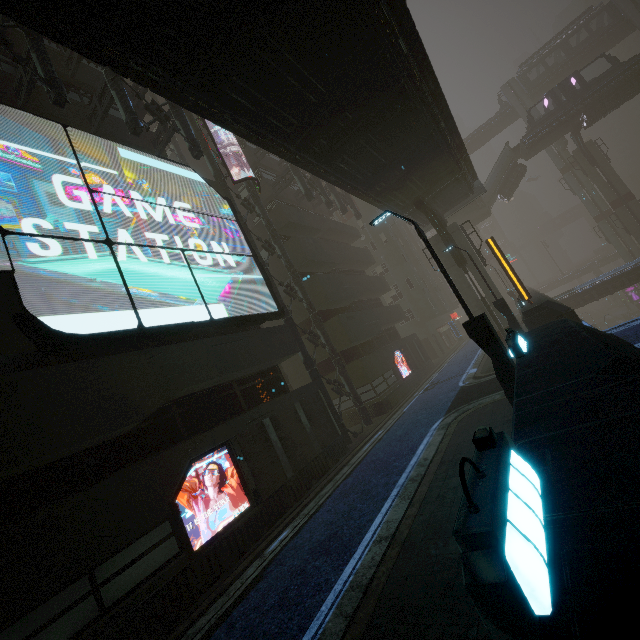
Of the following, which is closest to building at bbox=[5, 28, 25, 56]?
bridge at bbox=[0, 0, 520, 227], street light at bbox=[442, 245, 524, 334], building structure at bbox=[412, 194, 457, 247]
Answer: street light at bbox=[442, 245, 524, 334]

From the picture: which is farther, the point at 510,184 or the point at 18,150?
the point at 510,184

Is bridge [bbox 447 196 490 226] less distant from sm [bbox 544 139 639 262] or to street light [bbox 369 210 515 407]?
sm [bbox 544 139 639 262]

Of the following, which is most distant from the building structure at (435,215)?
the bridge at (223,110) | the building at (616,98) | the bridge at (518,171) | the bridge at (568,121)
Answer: the building at (616,98)

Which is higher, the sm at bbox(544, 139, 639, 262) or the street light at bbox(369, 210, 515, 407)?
the sm at bbox(544, 139, 639, 262)

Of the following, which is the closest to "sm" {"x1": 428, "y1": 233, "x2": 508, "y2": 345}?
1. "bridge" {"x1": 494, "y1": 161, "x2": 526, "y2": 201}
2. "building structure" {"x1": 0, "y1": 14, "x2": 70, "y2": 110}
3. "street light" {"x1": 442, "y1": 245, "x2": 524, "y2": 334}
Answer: "street light" {"x1": 442, "y1": 245, "x2": 524, "y2": 334}

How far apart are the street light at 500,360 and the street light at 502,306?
9.7m

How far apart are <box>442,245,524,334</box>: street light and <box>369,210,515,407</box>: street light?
9.7m
